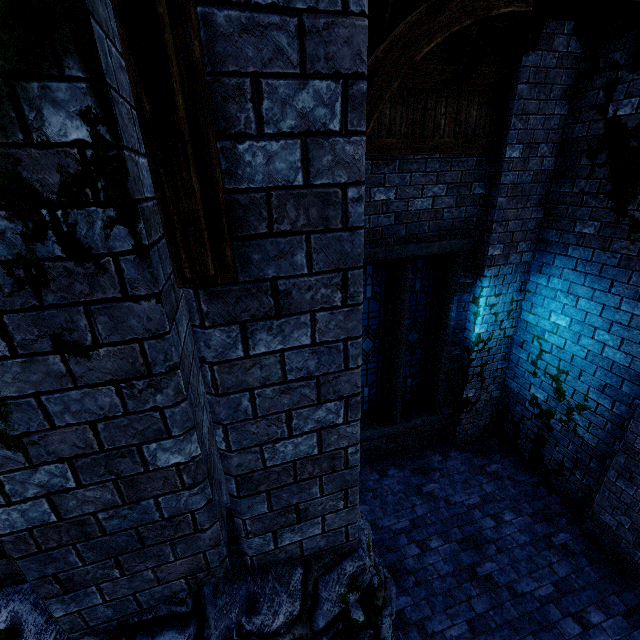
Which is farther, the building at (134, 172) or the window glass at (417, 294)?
the window glass at (417, 294)

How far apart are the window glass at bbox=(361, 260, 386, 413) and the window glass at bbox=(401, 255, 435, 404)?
0.3 meters

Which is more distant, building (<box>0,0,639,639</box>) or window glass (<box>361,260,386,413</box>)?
window glass (<box>361,260,386,413</box>)

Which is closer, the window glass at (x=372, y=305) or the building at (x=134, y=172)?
the building at (x=134, y=172)

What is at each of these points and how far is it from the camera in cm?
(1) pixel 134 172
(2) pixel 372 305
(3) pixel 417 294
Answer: (1) building, 124
(2) window glass, 591
(3) window glass, 610

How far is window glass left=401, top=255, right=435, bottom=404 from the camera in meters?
5.9 m

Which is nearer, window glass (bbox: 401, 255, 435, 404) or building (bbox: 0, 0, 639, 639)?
building (bbox: 0, 0, 639, 639)

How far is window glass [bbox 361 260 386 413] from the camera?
5.7 meters
